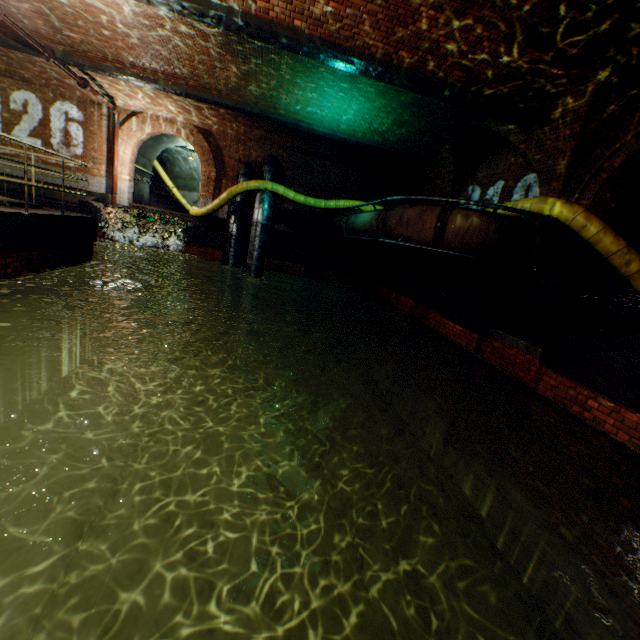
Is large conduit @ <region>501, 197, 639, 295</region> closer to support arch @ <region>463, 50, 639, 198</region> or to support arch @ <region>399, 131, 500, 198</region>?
support arch @ <region>463, 50, 639, 198</region>

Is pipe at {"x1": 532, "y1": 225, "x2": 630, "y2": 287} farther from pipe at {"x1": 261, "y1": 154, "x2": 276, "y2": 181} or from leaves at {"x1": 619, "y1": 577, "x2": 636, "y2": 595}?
pipe at {"x1": 261, "y1": 154, "x2": 276, "y2": 181}

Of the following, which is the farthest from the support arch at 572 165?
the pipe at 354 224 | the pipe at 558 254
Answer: the pipe at 354 224

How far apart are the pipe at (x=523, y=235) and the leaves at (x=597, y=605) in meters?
6.2 m

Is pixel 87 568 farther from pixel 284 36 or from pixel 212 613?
pixel 284 36

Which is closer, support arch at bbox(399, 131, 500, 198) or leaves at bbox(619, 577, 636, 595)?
leaves at bbox(619, 577, 636, 595)

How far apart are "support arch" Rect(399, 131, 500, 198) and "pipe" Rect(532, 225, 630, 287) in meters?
4.7

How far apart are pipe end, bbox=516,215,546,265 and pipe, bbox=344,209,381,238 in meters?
2.3 m
